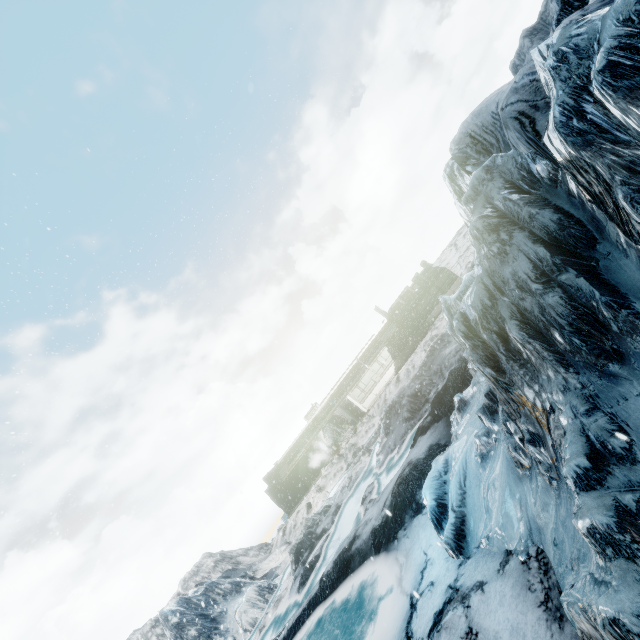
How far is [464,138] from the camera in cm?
625
